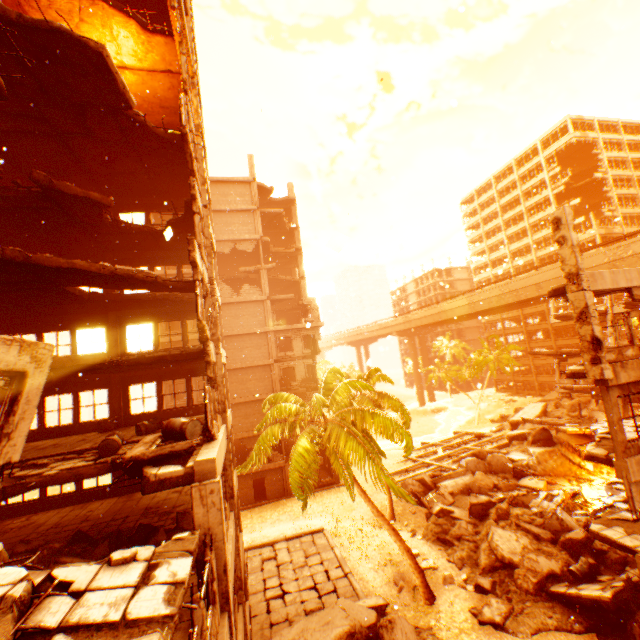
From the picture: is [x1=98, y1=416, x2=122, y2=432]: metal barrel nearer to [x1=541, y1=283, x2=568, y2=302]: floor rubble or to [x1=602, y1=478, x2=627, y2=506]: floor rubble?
[x1=541, y1=283, x2=568, y2=302]: floor rubble

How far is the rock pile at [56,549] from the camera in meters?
7.9 m

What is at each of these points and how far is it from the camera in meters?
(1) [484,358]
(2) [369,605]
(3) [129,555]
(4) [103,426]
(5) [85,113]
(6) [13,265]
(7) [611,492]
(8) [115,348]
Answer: (1) rubble, 50.4
(2) rock pile, 13.8
(3) rubble, 4.2
(4) metal barrel, 14.2
(5) floor rubble, 11.3
(6) floor rubble, 9.2
(7) floor rubble, 14.2
(8) pillar, 15.6

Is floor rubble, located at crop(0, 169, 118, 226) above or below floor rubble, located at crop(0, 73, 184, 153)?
below

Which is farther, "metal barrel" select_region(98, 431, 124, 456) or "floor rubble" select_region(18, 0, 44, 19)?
"floor rubble" select_region(18, 0, 44, 19)

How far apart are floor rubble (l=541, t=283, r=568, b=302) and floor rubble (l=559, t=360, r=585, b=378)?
2.7m

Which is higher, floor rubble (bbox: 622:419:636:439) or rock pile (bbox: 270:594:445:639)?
floor rubble (bbox: 622:419:636:439)

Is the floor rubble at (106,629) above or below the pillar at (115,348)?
below
